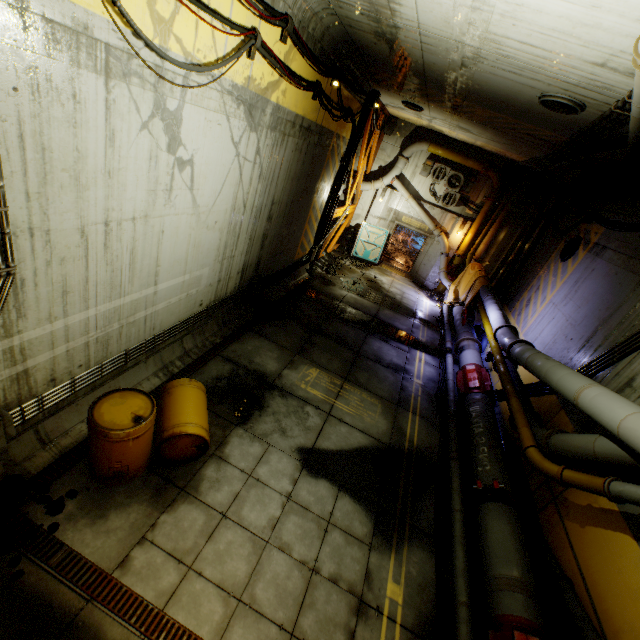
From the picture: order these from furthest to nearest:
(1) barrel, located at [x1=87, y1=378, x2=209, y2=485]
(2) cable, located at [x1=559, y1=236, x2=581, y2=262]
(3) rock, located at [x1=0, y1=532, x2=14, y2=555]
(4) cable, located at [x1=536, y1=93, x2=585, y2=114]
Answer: (2) cable, located at [x1=559, y1=236, x2=581, y2=262] < (4) cable, located at [x1=536, y1=93, x2=585, y2=114] < (1) barrel, located at [x1=87, y1=378, x2=209, y2=485] < (3) rock, located at [x1=0, y1=532, x2=14, y2=555]

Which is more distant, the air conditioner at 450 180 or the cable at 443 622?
the air conditioner at 450 180

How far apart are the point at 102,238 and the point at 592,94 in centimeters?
792cm

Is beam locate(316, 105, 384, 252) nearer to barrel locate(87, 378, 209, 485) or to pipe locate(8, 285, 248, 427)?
pipe locate(8, 285, 248, 427)

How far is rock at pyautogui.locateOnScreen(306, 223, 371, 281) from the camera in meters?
14.4 m

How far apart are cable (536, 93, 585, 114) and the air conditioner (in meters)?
9.82

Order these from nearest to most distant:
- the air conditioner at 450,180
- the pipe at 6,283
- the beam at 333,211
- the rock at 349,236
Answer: the pipe at 6,283, the beam at 333,211, the rock at 349,236, the air conditioner at 450,180

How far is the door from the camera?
17.8m
